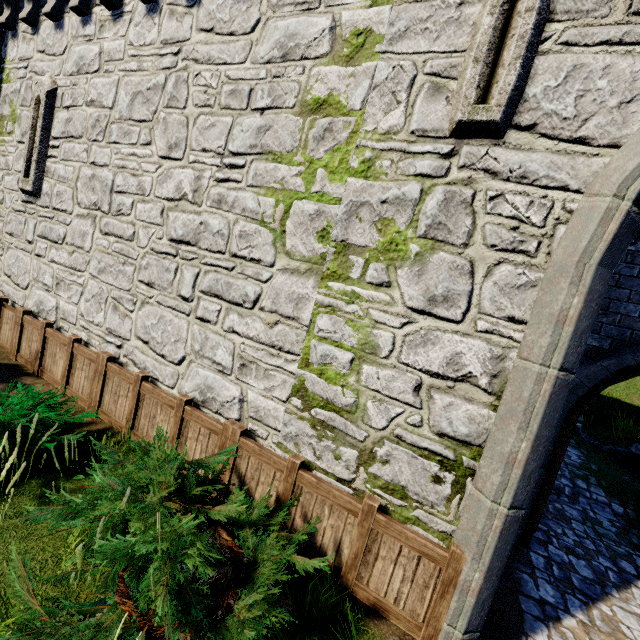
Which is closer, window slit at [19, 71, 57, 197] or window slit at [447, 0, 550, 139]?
window slit at [447, 0, 550, 139]

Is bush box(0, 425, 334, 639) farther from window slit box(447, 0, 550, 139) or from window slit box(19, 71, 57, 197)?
window slit box(19, 71, 57, 197)

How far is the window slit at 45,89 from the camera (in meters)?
6.70

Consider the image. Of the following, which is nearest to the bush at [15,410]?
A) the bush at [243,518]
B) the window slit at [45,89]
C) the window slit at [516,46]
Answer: the bush at [243,518]

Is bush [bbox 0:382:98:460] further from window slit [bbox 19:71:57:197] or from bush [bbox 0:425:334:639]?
window slit [bbox 19:71:57:197]

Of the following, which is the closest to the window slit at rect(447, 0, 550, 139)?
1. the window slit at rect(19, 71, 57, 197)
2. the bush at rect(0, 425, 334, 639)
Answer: the bush at rect(0, 425, 334, 639)

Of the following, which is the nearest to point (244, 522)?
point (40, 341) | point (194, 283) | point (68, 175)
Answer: point (194, 283)

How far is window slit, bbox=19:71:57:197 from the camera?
6.7m
